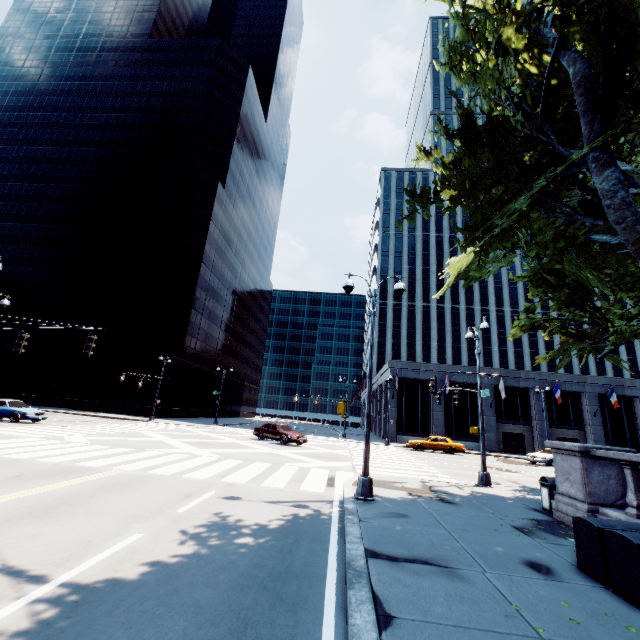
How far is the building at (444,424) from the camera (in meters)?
38.88

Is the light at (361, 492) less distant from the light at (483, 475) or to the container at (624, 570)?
the container at (624, 570)

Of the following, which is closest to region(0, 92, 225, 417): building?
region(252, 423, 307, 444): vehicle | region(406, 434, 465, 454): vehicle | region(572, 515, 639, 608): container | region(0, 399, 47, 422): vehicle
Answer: region(0, 399, 47, 422): vehicle

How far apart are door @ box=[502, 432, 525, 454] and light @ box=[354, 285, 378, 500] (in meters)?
35.70

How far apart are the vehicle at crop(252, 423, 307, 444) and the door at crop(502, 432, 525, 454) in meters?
26.7 m

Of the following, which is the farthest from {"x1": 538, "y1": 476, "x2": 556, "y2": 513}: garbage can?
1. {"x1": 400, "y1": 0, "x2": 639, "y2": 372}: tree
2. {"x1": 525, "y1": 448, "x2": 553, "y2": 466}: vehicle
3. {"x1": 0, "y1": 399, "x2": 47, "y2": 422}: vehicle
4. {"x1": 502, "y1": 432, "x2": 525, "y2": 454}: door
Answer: {"x1": 502, "y1": 432, "x2": 525, "y2": 454}: door

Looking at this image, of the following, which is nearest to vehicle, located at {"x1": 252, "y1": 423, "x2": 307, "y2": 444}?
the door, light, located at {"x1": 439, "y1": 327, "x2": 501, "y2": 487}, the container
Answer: light, located at {"x1": 439, "y1": 327, "x2": 501, "y2": 487}

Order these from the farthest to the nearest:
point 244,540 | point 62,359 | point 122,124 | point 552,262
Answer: point 122,124 → point 62,359 → point 552,262 → point 244,540
